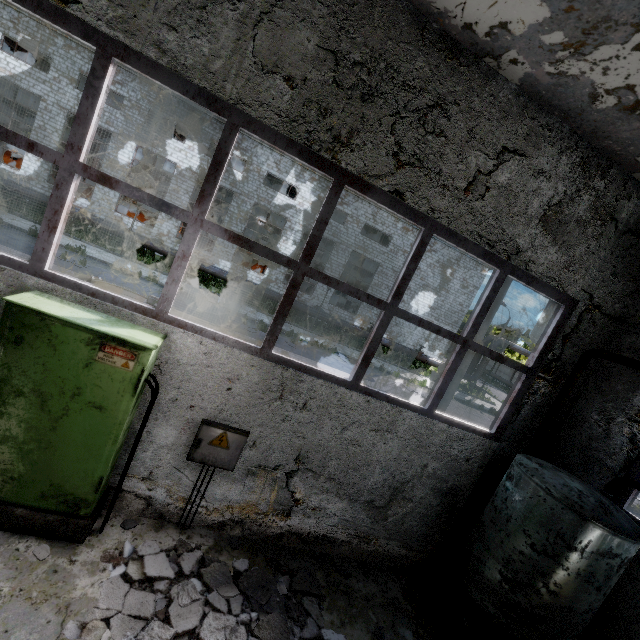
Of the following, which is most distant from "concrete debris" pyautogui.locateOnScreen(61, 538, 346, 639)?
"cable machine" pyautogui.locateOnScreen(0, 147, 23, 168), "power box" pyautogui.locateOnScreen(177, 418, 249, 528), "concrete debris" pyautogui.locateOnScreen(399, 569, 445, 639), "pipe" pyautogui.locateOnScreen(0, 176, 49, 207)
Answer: "cable machine" pyautogui.locateOnScreen(0, 147, 23, 168)

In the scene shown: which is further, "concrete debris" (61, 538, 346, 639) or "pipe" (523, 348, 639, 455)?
"pipe" (523, 348, 639, 455)

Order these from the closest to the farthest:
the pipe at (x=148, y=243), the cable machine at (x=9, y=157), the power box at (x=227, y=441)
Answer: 1. the power box at (x=227, y=441)
2. the pipe at (x=148, y=243)
3. the cable machine at (x=9, y=157)

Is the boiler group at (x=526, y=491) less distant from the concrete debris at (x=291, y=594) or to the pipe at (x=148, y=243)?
the concrete debris at (x=291, y=594)

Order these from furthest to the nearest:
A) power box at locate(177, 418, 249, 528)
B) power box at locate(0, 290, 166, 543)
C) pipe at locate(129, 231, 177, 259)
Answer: pipe at locate(129, 231, 177, 259) → power box at locate(177, 418, 249, 528) → power box at locate(0, 290, 166, 543)

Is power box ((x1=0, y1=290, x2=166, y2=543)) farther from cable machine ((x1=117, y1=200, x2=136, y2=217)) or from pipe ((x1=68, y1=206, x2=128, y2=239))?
cable machine ((x1=117, y1=200, x2=136, y2=217))

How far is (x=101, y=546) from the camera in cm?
370

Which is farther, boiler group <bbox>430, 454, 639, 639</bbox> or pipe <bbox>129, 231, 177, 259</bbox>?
pipe <bbox>129, 231, 177, 259</bbox>
